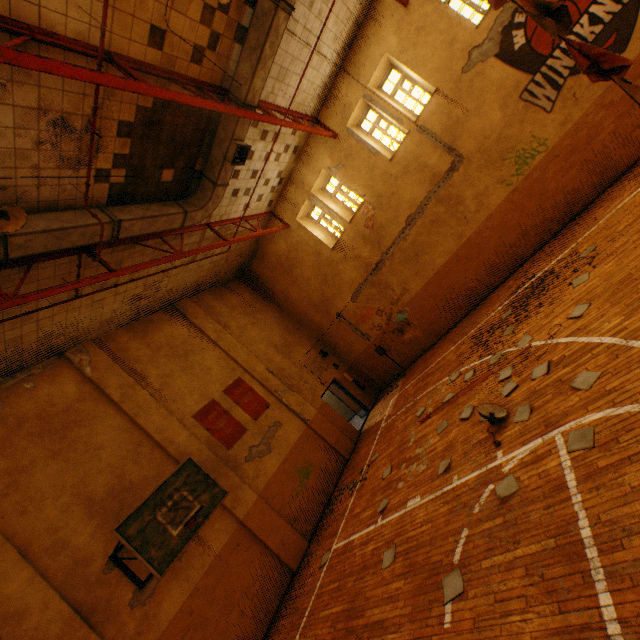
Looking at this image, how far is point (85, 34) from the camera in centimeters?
487cm

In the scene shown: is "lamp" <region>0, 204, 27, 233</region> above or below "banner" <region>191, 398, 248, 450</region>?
above

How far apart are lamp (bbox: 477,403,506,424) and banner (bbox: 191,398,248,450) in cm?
730

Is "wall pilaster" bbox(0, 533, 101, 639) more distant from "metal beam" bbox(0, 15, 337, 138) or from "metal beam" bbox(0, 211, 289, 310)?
"metal beam" bbox(0, 15, 337, 138)

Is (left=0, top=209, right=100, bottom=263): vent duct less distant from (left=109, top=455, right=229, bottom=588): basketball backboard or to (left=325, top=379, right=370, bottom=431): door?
(left=109, top=455, right=229, bottom=588): basketball backboard

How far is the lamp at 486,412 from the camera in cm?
555

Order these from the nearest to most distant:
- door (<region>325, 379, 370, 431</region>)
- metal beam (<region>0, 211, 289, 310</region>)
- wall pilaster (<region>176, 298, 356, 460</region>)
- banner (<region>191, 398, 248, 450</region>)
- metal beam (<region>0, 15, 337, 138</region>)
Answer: metal beam (<region>0, 15, 337, 138</region>) → metal beam (<region>0, 211, 289, 310</region>) → banner (<region>191, 398, 248, 450</region>) → wall pilaster (<region>176, 298, 356, 460</region>) → door (<region>325, 379, 370, 431</region>)

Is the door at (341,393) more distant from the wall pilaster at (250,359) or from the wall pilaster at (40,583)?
the wall pilaster at (40,583)
